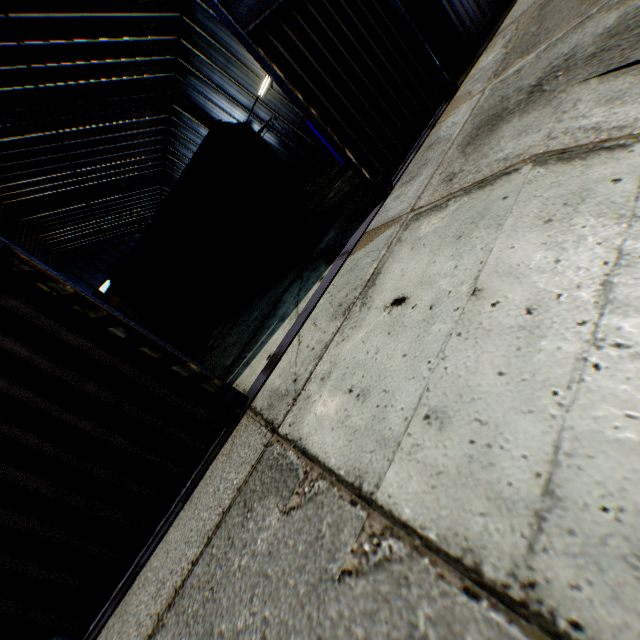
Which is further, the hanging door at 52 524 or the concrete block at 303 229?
the concrete block at 303 229

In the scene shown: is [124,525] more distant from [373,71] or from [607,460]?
[373,71]

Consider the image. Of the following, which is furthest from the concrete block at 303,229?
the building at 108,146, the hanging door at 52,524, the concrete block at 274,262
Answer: the building at 108,146

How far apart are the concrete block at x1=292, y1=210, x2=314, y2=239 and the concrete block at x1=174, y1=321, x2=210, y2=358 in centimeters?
664cm

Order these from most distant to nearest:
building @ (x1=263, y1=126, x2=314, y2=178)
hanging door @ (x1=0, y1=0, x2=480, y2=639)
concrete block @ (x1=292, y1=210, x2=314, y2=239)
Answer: building @ (x1=263, y1=126, x2=314, y2=178), concrete block @ (x1=292, y1=210, x2=314, y2=239), hanging door @ (x1=0, y1=0, x2=480, y2=639)

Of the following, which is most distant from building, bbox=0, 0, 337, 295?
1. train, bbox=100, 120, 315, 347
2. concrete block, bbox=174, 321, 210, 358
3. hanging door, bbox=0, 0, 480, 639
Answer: concrete block, bbox=174, 321, 210, 358

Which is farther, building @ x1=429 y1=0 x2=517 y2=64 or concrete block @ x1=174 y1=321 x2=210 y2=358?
concrete block @ x1=174 y1=321 x2=210 y2=358

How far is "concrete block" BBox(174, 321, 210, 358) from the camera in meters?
14.4 m
